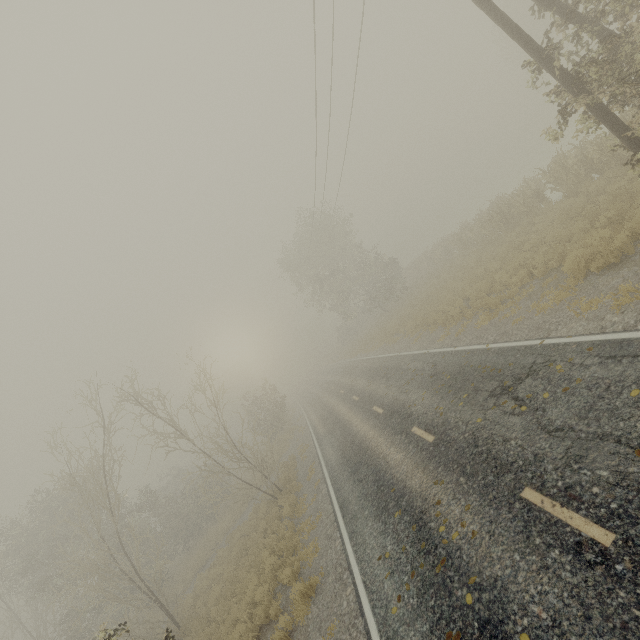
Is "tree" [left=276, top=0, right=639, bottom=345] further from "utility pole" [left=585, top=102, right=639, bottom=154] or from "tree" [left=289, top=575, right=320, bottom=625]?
"tree" [left=289, top=575, right=320, bottom=625]

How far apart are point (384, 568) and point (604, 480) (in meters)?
4.65

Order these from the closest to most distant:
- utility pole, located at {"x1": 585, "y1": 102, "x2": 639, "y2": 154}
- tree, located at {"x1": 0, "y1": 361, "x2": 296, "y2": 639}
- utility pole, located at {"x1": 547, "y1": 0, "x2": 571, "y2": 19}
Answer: utility pole, located at {"x1": 585, "y1": 102, "x2": 639, "y2": 154}
utility pole, located at {"x1": 547, "y1": 0, "x2": 571, "y2": 19}
tree, located at {"x1": 0, "y1": 361, "x2": 296, "y2": 639}

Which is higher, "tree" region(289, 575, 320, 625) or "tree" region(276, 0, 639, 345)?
"tree" region(276, 0, 639, 345)

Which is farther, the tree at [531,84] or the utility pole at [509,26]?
the tree at [531,84]

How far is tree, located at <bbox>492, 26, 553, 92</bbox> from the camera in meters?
8.6

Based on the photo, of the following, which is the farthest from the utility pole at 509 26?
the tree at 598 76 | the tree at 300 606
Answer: the tree at 300 606
